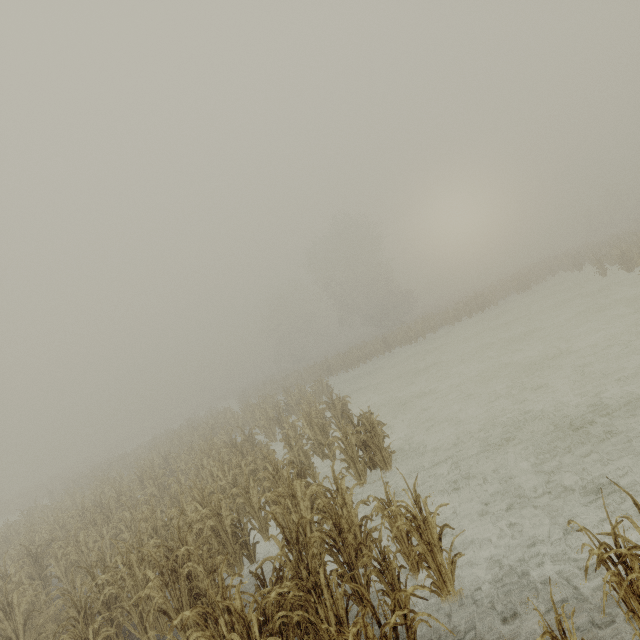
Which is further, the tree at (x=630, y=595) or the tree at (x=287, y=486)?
the tree at (x=287, y=486)

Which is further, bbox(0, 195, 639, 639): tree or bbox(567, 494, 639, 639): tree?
bbox(0, 195, 639, 639): tree

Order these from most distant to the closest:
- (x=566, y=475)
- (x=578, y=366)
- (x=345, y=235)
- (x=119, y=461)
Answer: (x=345, y=235) → (x=119, y=461) → (x=578, y=366) → (x=566, y=475)
